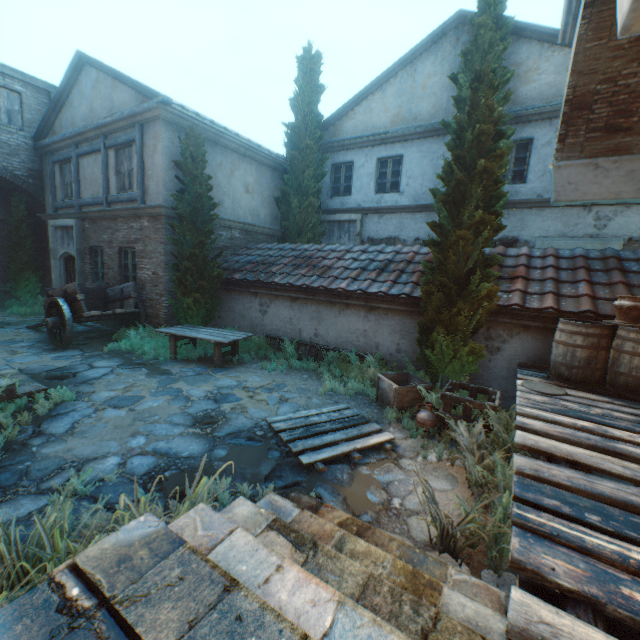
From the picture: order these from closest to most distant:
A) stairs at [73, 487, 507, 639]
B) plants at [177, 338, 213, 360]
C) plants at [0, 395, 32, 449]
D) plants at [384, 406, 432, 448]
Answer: stairs at [73, 487, 507, 639], plants at [0, 395, 32, 449], plants at [384, 406, 432, 448], plants at [177, 338, 213, 360]

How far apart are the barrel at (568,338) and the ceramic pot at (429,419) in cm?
189

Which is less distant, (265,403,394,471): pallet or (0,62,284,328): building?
(265,403,394,471): pallet

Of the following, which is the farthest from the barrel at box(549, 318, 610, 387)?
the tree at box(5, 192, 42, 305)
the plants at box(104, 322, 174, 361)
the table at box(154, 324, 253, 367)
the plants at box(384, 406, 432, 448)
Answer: the tree at box(5, 192, 42, 305)

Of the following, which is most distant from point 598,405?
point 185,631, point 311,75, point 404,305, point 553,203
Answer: point 311,75

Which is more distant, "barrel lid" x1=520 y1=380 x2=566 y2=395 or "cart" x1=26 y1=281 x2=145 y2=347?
"cart" x1=26 y1=281 x2=145 y2=347

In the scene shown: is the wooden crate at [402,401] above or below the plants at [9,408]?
above

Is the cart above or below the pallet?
above
